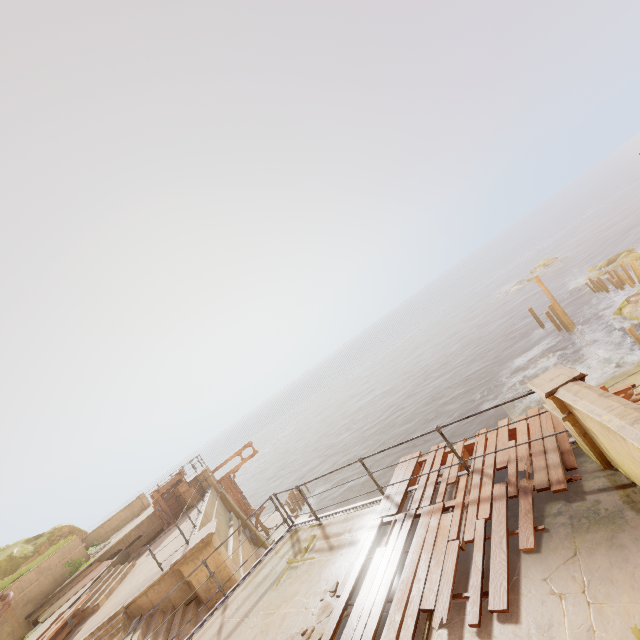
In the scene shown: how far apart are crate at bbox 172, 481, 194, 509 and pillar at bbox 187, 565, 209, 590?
7.9 meters

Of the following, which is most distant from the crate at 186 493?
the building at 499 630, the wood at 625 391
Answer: the wood at 625 391

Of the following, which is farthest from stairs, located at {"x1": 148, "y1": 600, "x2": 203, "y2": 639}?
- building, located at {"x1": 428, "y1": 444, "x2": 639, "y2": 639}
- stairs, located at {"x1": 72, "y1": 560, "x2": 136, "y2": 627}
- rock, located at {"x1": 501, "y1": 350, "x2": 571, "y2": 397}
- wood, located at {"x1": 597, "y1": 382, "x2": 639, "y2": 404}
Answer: rock, located at {"x1": 501, "y1": 350, "x2": 571, "y2": 397}

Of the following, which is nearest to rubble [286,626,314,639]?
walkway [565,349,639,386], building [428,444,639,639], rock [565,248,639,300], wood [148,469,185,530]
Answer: building [428,444,639,639]

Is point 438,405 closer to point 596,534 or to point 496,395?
point 496,395

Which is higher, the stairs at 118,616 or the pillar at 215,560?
the stairs at 118,616

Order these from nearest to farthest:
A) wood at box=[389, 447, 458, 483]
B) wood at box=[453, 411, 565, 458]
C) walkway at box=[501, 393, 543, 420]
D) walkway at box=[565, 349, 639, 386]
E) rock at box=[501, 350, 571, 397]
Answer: wood at box=[453, 411, 565, 458] < wood at box=[389, 447, 458, 483] < walkway at box=[565, 349, 639, 386] < walkway at box=[501, 393, 543, 420] < rock at box=[501, 350, 571, 397]

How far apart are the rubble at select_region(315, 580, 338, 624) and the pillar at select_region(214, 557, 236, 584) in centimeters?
686cm
